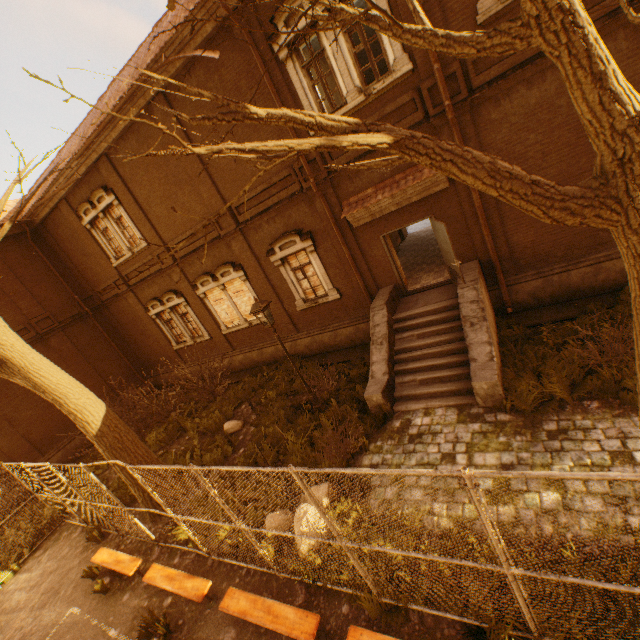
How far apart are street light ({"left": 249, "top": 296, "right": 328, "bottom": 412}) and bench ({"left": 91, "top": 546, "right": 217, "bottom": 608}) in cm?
456

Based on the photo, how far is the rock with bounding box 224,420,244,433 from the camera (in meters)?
11.12

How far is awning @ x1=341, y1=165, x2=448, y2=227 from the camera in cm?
857

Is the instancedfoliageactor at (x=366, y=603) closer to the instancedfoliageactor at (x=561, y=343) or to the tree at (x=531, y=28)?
the tree at (x=531, y=28)

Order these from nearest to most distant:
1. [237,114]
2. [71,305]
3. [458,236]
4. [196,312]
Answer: [237,114]
[458,236]
[196,312]
[71,305]

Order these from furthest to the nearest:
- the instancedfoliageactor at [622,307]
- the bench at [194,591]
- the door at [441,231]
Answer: the door at [441,231]
the instancedfoliageactor at [622,307]
the bench at [194,591]

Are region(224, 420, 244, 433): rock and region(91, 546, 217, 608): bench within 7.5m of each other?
yes

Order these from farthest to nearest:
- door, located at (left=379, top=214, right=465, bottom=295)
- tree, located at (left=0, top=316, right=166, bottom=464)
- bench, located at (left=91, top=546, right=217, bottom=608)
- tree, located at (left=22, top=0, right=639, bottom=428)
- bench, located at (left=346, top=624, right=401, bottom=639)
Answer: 1. door, located at (left=379, top=214, right=465, bottom=295)
2. tree, located at (left=0, top=316, right=166, bottom=464)
3. bench, located at (left=91, top=546, right=217, bottom=608)
4. bench, located at (left=346, top=624, right=401, bottom=639)
5. tree, located at (left=22, top=0, right=639, bottom=428)
